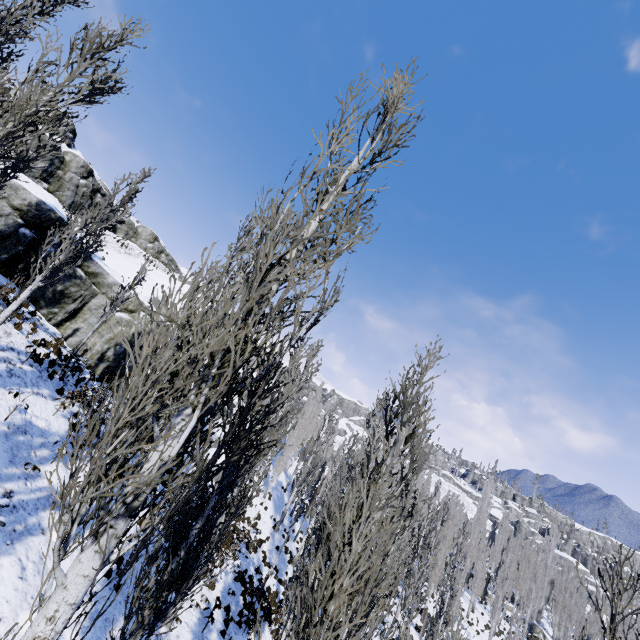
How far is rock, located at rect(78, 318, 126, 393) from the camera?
18.2m

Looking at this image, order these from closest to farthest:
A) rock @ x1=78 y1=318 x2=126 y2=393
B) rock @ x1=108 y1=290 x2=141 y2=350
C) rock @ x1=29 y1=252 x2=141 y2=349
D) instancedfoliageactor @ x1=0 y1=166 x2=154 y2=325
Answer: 1. instancedfoliageactor @ x1=0 y1=166 x2=154 y2=325
2. rock @ x1=29 y1=252 x2=141 y2=349
3. rock @ x1=78 y1=318 x2=126 y2=393
4. rock @ x1=108 y1=290 x2=141 y2=350

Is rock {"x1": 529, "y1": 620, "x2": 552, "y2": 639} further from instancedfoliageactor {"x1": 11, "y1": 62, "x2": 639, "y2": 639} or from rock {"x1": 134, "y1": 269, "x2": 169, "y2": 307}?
rock {"x1": 134, "y1": 269, "x2": 169, "y2": 307}

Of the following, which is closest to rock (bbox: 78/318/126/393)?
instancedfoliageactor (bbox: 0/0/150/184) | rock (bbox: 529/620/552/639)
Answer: instancedfoliageactor (bbox: 0/0/150/184)

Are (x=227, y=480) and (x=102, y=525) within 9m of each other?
yes

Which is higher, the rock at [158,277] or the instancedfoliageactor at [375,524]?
the rock at [158,277]

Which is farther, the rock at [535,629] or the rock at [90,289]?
the rock at [535,629]
